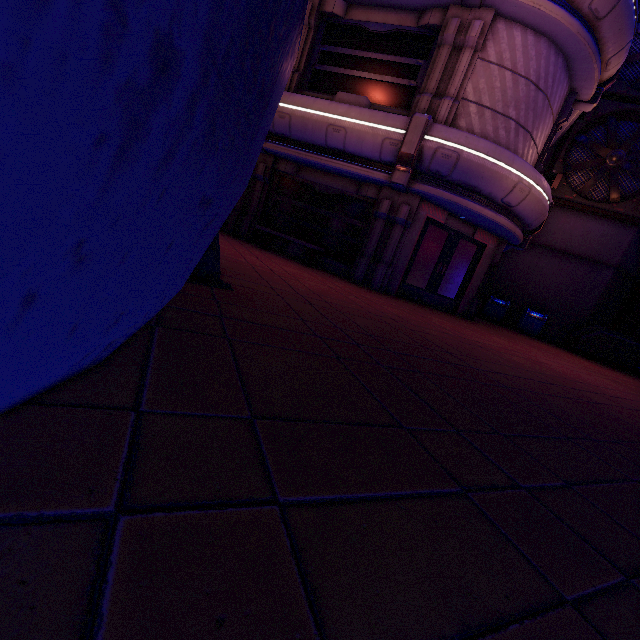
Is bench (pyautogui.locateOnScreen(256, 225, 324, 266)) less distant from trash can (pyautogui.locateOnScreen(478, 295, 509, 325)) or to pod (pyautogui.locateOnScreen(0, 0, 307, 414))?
pod (pyautogui.locateOnScreen(0, 0, 307, 414))

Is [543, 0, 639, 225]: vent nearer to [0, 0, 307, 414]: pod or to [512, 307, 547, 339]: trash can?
[512, 307, 547, 339]: trash can

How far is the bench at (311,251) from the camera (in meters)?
9.50

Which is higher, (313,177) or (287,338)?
(313,177)

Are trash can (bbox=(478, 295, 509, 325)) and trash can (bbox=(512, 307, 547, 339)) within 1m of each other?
yes

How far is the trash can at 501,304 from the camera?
15.0 meters

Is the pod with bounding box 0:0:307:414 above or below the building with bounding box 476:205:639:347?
below

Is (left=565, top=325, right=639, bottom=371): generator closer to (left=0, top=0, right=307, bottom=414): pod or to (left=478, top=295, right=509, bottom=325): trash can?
(left=478, top=295, right=509, bottom=325): trash can
